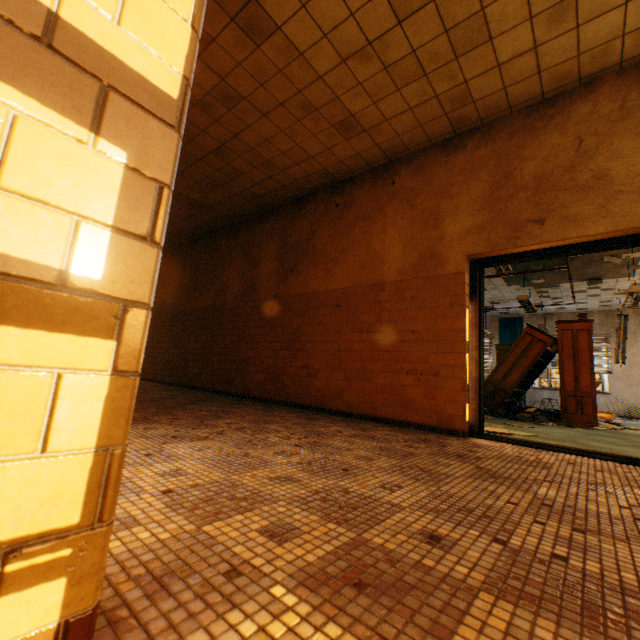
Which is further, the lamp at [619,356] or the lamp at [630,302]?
the lamp at [619,356]

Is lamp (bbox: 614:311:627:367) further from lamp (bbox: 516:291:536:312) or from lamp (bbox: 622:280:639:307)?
lamp (bbox: 516:291:536:312)

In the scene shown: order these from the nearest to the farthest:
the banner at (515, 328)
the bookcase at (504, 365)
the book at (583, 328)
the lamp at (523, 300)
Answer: the book at (583, 328)
the bookcase at (504, 365)
the lamp at (523, 300)
the banner at (515, 328)

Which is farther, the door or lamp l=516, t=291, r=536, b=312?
lamp l=516, t=291, r=536, b=312

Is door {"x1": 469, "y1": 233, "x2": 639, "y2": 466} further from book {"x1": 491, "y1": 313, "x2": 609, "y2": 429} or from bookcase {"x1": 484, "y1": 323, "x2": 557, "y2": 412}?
bookcase {"x1": 484, "y1": 323, "x2": 557, "y2": 412}

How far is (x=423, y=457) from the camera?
2.5 meters

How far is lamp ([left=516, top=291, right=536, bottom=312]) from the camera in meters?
7.8 m

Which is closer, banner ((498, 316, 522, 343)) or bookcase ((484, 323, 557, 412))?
bookcase ((484, 323, 557, 412))
